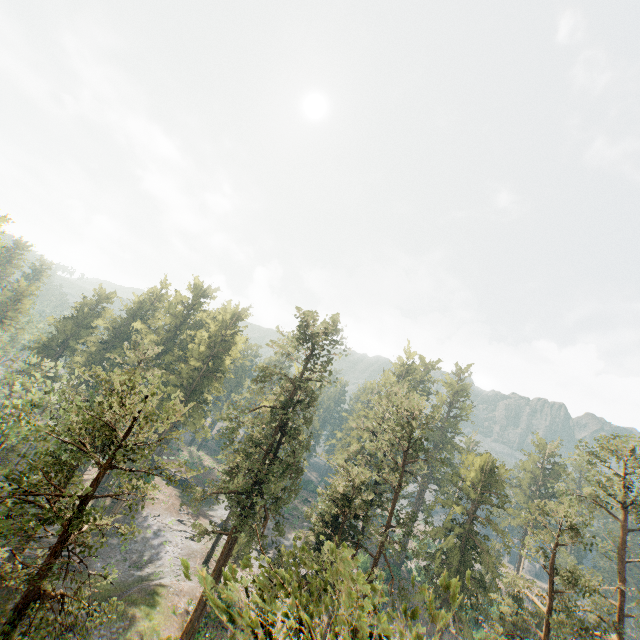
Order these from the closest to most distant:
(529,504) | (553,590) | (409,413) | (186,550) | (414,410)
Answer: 1. (553,590)
2. (529,504)
3. (409,413)
4. (414,410)
5. (186,550)

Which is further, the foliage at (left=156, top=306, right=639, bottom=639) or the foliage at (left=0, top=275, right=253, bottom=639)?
the foliage at (left=0, top=275, right=253, bottom=639)

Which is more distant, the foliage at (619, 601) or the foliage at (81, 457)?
the foliage at (81, 457)
